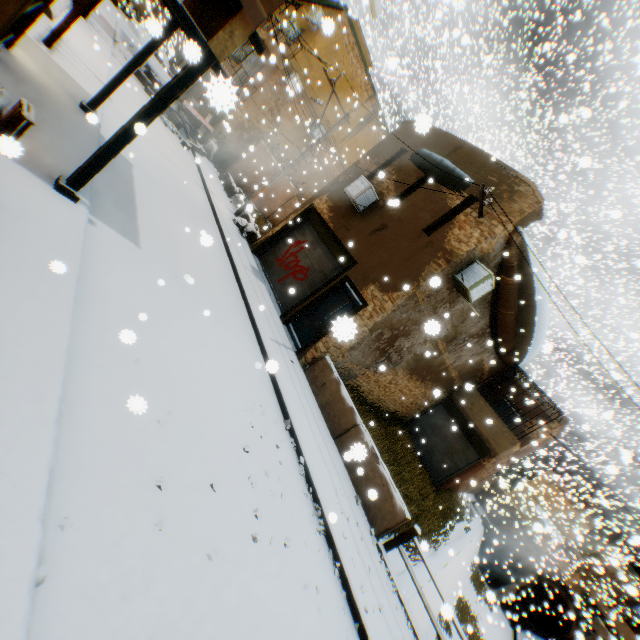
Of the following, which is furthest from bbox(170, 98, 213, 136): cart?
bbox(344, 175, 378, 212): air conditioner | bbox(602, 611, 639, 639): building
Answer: bbox(602, 611, 639, 639): building

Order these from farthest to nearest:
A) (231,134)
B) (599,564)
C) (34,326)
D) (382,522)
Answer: (599,564), (231,134), (382,522), (34,326)

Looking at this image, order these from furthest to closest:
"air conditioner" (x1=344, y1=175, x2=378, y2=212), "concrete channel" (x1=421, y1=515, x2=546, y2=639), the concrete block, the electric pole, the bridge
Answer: the concrete block < "concrete channel" (x1=421, y1=515, x2=546, y2=639) < "air conditioner" (x1=344, y1=175, x2=378, y2=212) < the electric pole < the bridge

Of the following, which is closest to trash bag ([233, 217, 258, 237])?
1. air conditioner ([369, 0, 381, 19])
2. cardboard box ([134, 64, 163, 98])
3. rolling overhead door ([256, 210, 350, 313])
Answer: rolling overhead door ([256, 210, 350, 313])

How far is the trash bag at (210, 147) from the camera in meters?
19.0

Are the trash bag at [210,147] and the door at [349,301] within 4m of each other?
no

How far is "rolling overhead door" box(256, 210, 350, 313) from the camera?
11.9 meters

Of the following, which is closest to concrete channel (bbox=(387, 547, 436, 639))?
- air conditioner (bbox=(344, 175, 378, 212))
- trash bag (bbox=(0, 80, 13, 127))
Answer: air conditioner (bbox=(344, 175, 378, 212))
